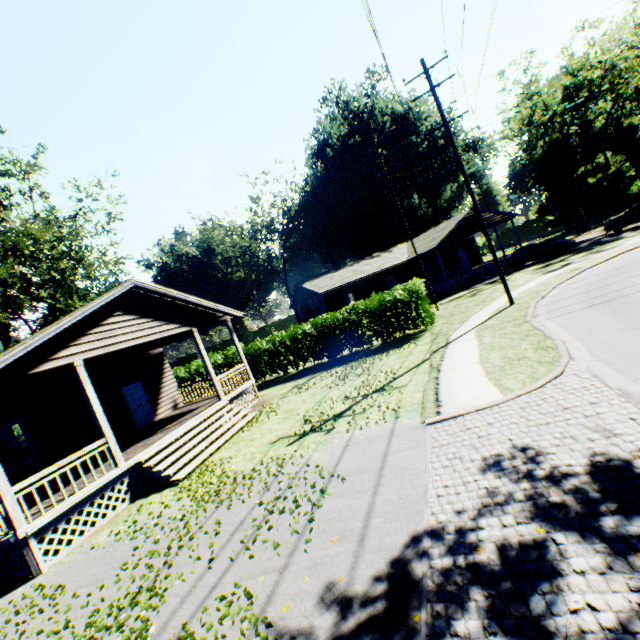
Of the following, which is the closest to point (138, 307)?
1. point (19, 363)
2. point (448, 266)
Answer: point (19, 363)

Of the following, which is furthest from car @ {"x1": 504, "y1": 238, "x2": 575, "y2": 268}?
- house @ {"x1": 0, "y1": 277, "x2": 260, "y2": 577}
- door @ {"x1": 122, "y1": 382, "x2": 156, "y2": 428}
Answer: door @ {"x1": 122, "y1": 382, "x2": 156, "y2": 428}

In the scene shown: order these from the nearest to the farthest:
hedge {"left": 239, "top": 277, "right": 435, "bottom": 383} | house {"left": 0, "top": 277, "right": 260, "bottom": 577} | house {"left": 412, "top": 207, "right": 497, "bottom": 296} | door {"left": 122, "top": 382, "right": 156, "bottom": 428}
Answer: house {"left": 0, "top": 277, "right": 260, "bottom": 577} < door {"left": 122, "top": 382, "right": 156, "bottom": 428} < hedge {"left": 239, "top": 277, "right": 435, "bottom": 383} < house {"left": 412, "top": 207, "right": 497, "bottom": 296}

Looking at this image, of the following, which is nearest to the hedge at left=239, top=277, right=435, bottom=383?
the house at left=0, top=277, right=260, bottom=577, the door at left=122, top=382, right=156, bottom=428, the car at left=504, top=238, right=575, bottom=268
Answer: the house at left=0, top=277, right=260, bottom=577

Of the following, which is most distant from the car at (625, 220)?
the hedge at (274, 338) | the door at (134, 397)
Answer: the door at (134, 397)

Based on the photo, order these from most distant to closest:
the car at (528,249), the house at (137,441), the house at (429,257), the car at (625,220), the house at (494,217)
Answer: the house at (494,217)
the house at (429,257)
the car at (528,249)
the car at (625,220)
the house at (137,441)

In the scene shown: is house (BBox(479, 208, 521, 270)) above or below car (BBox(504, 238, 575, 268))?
above
